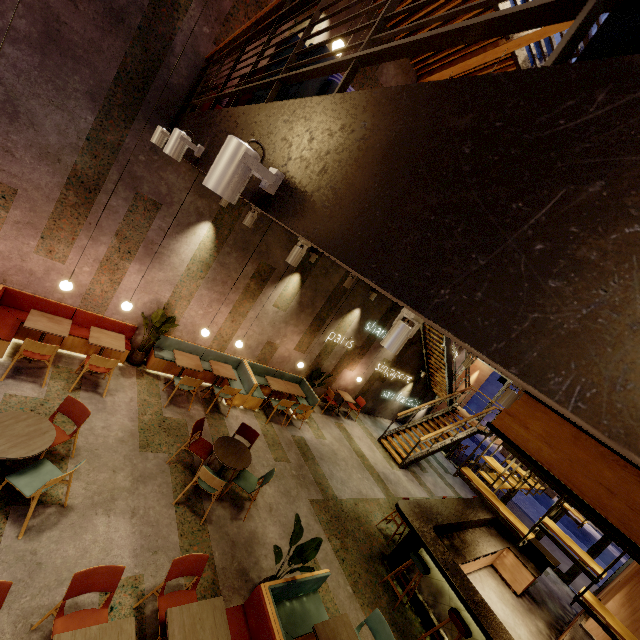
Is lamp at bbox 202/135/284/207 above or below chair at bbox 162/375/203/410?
above

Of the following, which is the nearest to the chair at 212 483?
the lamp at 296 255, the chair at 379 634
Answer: the chair at 379 634

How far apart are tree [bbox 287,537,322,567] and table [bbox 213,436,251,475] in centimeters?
138cm

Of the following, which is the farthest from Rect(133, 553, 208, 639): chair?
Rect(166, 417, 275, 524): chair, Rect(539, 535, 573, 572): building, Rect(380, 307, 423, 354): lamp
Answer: Rect(539, 535, 573, 572): building

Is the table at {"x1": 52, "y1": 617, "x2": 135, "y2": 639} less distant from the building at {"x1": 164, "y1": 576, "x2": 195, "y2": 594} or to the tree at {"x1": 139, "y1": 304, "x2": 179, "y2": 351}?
the building at {"x1": 164, "y1": 576, "x2": 195, "y2": 594}

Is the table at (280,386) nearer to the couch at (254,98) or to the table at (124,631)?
the couch at (254,98)

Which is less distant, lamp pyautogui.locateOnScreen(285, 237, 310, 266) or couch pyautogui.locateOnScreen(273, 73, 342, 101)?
couch pyautogui.locateOnScreen(273, 73, 342, 101)

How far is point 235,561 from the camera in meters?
4.9 m
